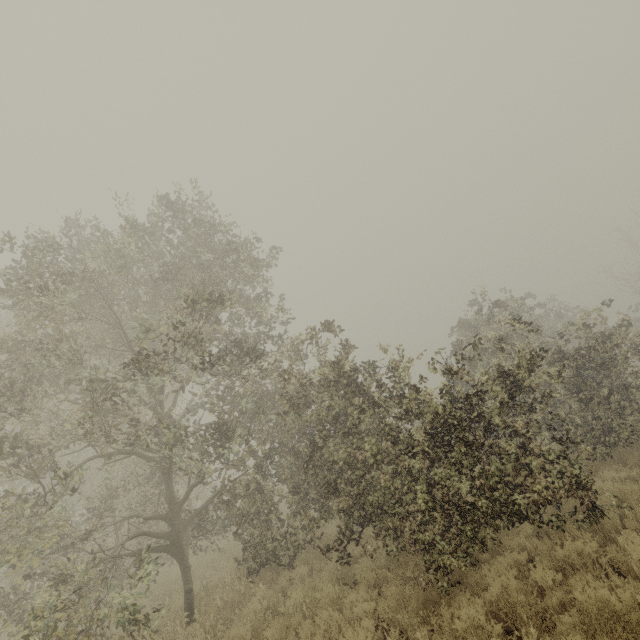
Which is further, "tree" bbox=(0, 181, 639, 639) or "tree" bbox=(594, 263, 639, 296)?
"tree" bbox=(594, 263, 639, 296)

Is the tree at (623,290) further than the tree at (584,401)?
Yes

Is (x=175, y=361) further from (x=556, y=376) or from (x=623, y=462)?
(x=623, y=462)
